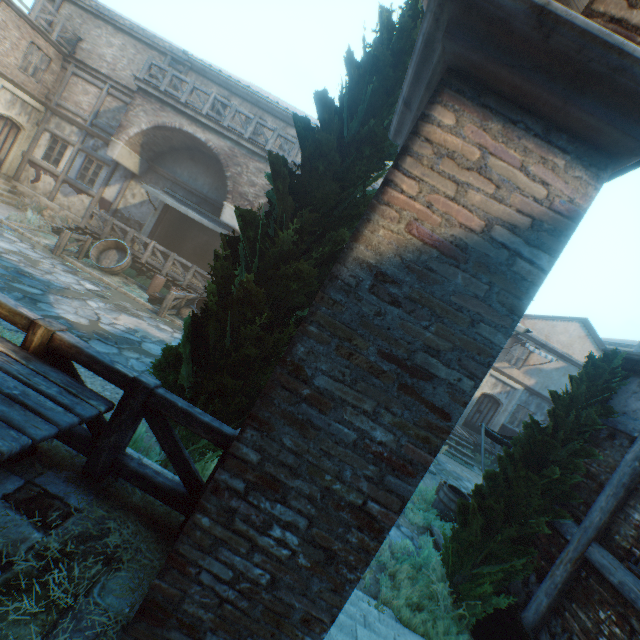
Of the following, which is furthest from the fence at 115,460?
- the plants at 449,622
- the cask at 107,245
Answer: the cask at 107,245

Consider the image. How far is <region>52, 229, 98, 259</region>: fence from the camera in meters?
11.4

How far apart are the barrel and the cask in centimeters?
1337cm

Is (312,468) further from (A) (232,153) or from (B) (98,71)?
(B) (98,71)

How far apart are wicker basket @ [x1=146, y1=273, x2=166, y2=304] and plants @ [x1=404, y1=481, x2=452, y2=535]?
9.9m

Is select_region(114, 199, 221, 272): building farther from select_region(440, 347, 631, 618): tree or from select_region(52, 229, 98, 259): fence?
select_region(52, 229, 98, 259): fence

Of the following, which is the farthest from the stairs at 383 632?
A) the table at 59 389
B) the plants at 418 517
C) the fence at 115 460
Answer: the plants at 418 517

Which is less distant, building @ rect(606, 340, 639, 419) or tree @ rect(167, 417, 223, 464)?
tree @ rect(167, 417, 223, 464)
